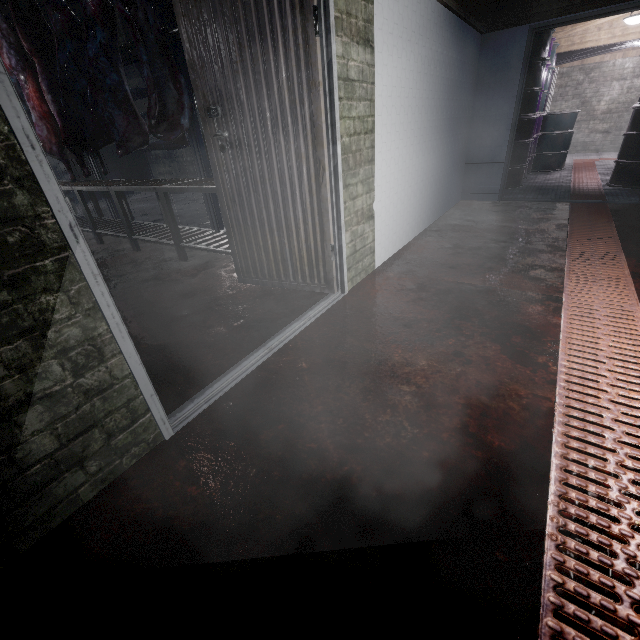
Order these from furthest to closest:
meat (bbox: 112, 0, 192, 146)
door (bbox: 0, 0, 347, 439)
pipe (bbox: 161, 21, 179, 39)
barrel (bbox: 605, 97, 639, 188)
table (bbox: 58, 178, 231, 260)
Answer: pipe (bbox: 161, 21, 179, 39)
barrel (bbox: 605, 97, 639, 188)
table (bbox: 58, 178, 231, 260)
meat (bbox: 112, 0, 192, 146)
door (bbox: 0, 0, 347, 439)

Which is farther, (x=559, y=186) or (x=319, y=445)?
(x=559, y=186)

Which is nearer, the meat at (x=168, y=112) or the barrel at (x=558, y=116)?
the meat at (x=168, y=112)

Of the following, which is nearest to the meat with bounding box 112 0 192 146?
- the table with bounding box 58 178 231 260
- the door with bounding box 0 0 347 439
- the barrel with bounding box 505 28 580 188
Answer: the table with bounding box 58 178 231 260

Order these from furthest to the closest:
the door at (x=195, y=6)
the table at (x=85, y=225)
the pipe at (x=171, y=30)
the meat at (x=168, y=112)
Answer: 1. the pipe at (x=171, y=30)
2. the table at (x=85, y=225)
3. the meat at (x=168, y=112)
4. the door at (x=195, y=6)

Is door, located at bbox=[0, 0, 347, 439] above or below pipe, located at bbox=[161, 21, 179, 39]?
below

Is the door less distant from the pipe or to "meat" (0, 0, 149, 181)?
the pipe

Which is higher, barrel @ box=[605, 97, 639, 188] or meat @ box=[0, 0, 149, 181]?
meat @ box=[0, 0, 149, 181]
